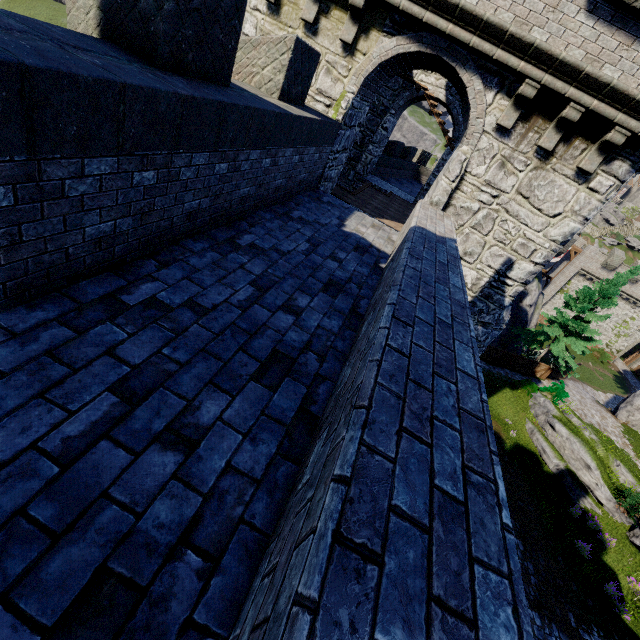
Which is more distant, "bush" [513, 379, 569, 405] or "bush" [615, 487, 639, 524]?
"bush" [513, 379, 569, 405]

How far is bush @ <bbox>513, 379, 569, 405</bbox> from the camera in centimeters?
2202cm

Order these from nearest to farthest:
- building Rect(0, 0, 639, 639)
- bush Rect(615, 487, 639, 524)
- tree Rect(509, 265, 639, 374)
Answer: building Rect(0, 0, 639, 639), bush Rect(615, 487, 639, 524), tree Rect(509, 265, 639, 374)

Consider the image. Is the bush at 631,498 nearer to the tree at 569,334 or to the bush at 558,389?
the bush at 558,389

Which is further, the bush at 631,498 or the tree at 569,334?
the tree at 569,334

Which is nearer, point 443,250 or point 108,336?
point 108,336

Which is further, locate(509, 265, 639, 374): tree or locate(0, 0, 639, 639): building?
locate(509, 265, 639, 374): tree

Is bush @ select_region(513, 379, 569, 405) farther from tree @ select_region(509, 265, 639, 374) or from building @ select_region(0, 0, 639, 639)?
building @ select_region(0, 0, 639, 639)
